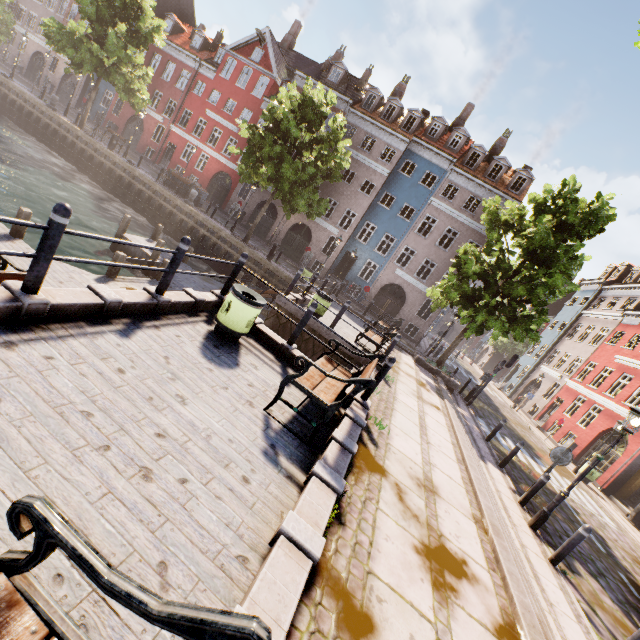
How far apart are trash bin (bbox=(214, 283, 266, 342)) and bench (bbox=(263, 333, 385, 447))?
1.47m

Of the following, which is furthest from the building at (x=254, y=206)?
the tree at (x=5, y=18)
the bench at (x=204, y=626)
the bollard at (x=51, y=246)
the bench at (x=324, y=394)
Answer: the bench at (x=204, y=626)

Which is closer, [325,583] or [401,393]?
[325,583]

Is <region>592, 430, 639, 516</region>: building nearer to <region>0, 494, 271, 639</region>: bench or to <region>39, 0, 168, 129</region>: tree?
<region>39, 0, 168, 129</region>: tree

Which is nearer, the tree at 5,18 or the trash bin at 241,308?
the trash bin at 241,308

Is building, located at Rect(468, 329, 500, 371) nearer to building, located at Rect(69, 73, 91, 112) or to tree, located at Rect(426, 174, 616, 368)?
tree, located at Rect(426, 174, 616, 368)

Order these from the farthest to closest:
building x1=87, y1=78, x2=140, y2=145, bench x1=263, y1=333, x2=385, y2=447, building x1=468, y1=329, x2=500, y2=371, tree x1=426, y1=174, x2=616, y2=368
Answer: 1. building x1=468, y1=329, x2=500, y2=371
2. building x1=87, y1=78, x2=140, y2=145
3. tree x1=426, y1=174, x2=616, y2=368
4. bench x1=263, y1=333, x2=385, y2=447

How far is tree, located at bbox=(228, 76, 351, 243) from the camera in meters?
18.3 m
